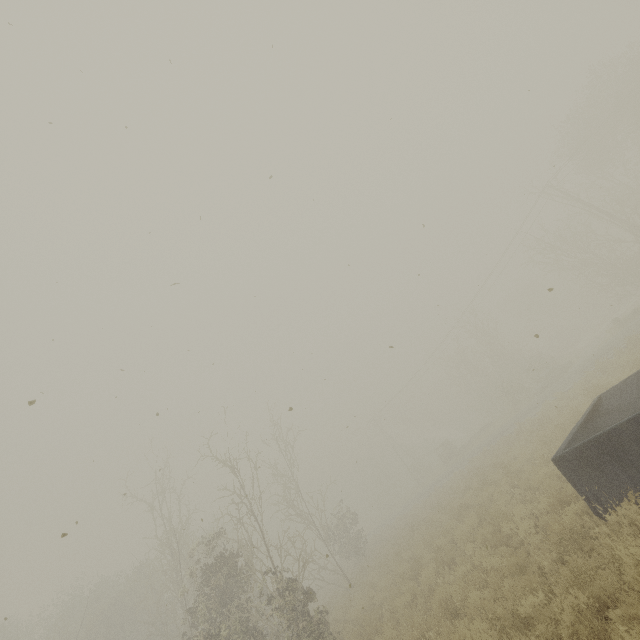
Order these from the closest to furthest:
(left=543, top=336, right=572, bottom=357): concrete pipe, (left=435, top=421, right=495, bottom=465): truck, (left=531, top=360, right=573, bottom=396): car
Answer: (left=531, top=360, right=573, bottom=396): car < (left=435, top=421, right=495, bottom=465): truck < (left=543, top=336, right=572, bottom=357): concrete pipe

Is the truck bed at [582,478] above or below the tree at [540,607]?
above

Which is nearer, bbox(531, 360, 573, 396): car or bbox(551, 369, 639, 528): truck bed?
bbox(551, 369, 639, 528): truck bed

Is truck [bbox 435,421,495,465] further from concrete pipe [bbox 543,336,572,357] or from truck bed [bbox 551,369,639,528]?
truck bed [bbox 551,369,639,528]

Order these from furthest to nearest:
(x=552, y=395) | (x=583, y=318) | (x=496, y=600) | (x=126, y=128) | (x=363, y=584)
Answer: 1. (x=583, y=318)
2. (x=552, y=395)
3. (x=363, y=584)
4. (x=496, y=600)
5. (x=126, y=128)

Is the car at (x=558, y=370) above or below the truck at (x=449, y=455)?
below

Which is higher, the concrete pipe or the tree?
the concrete pipe
